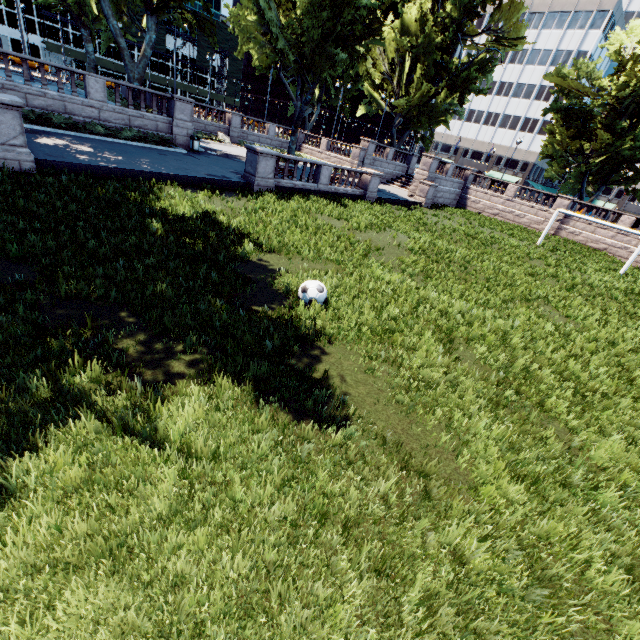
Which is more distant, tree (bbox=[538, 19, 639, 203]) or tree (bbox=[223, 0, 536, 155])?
tree (bbox=[538, 19, 639, 203])

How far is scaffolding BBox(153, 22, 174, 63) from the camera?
57.1 meters

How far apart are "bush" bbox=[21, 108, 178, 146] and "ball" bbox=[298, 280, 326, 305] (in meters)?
19.01

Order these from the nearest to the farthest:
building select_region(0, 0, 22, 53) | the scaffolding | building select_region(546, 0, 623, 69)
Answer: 1. building select_region(0, 0, 22, 53)
2. building select_region(546, 0, 623, 69)
3. the scaffolding

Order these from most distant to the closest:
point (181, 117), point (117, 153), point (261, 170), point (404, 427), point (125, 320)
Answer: point (181, 117) < point (261, 170) < point (117, 153) < point (125, 320) < point (404, 427)

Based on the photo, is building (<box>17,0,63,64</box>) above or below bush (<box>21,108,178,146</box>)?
above

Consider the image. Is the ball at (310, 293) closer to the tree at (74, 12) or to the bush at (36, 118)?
the tree at (74, 12)

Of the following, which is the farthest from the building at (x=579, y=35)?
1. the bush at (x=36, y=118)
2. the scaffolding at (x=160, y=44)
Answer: the bush at (x=36, y=118)
